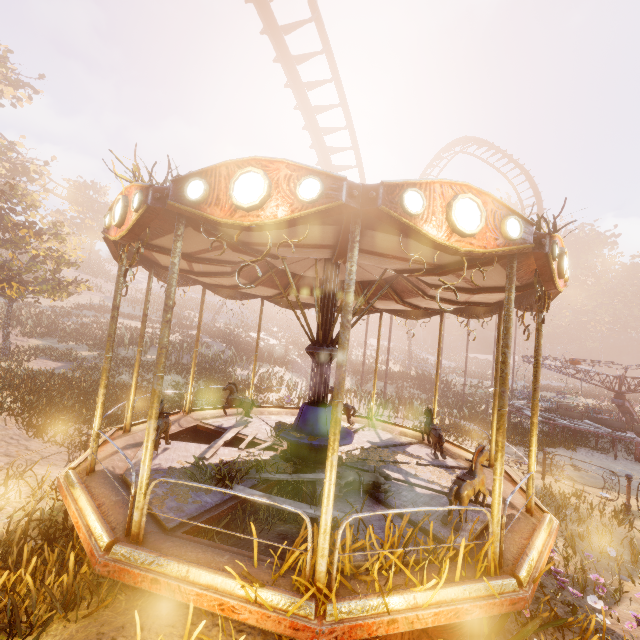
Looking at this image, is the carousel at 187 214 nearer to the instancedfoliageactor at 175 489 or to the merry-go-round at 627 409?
the instancedfoliageactor at 175 489

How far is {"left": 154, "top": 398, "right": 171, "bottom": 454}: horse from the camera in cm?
527

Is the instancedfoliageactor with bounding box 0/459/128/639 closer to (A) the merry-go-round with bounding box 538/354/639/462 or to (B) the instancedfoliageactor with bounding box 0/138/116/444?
(B) the instancedfoliageactor with bounding box 0/138/116/444

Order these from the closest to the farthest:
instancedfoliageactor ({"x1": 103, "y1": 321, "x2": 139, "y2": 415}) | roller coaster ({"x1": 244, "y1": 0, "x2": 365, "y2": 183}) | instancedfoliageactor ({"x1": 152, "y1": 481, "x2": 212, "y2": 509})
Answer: instancedfoliageactor ({"x1": 152, "y1": 481, "x2": 212, "y2": 509}) < roller coaster ({"x1": 244, "y1": 0, "x2": 365, "y2": 183}) < instancedfoliageactor ({"x1": 103, "y1": 321, "x2": 139, "y2": 415})

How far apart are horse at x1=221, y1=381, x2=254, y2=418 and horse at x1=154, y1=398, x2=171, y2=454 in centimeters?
202cm

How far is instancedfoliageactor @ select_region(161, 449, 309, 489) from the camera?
4.77m

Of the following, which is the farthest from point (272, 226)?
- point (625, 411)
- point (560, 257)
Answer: point (625, 411)

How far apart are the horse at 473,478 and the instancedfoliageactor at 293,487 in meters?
5.9 m
